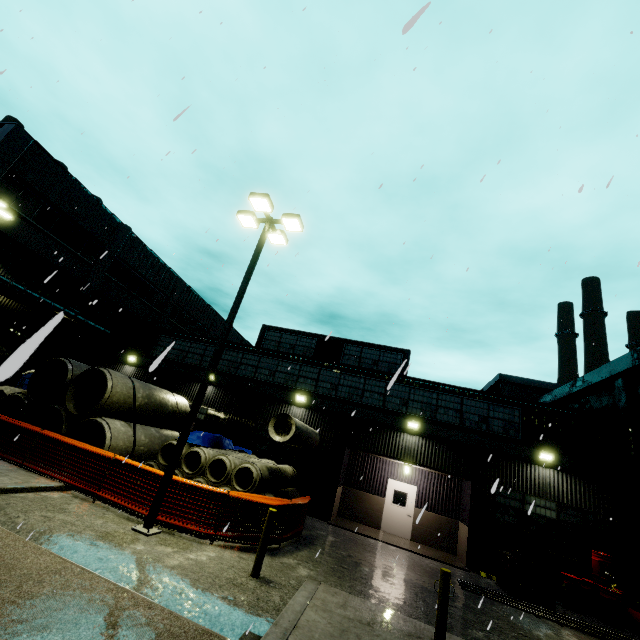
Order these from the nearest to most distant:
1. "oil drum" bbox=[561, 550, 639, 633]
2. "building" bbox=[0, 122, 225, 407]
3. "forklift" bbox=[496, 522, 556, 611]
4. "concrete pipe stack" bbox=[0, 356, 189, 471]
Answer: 1. "forklift" bbox=[496, 522, 556, 611]
2. "oil drum" bbox=[561, 550, 639, 633]
3. "concrete pipe stack" bbox=[0, 356, 189, 471]
4. "building" bbox=[0, 122, 225, 407]

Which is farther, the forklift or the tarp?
the tarp

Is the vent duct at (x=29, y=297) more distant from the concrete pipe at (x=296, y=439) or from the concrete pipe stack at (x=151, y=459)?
the concrete pipe at (x=296, y=439)

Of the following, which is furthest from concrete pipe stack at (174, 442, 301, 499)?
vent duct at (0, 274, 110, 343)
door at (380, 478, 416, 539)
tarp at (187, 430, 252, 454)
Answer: door at (380, 478, 416, 539)

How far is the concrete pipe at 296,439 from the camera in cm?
1233

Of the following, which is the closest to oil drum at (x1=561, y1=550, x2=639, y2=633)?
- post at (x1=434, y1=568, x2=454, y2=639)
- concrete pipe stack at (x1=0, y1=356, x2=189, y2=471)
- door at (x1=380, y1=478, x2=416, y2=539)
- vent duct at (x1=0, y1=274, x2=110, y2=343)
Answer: door at (x1=380, y1=478, x2=416, y2=539)

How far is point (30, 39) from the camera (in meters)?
9.79

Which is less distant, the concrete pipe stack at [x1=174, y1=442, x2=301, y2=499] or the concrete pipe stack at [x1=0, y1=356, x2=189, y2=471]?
the concrete pipe stack at [x1=174, y1=442, x2=301, y2=499]
